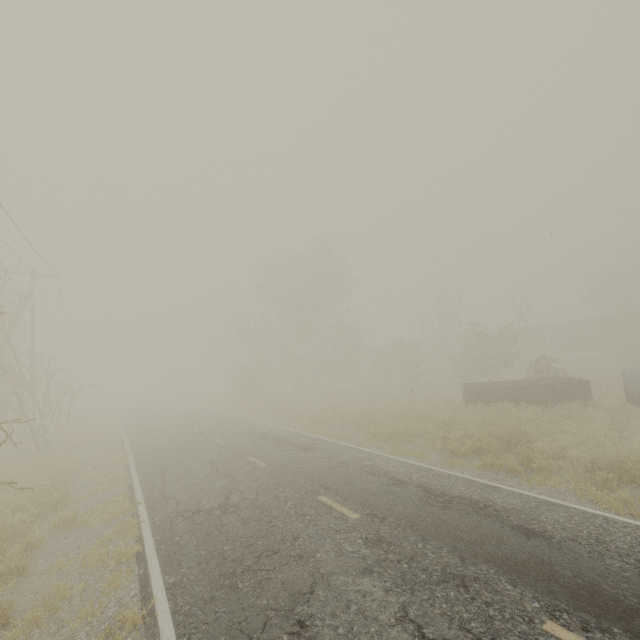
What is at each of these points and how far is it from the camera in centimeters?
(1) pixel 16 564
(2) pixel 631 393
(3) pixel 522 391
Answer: (1) tree, 629cm
(2) concrete pipe, 1380cm
(3) truck bed, 1692cm

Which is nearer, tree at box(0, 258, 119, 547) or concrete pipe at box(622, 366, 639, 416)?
tree at box(0, 258, 119, 547)

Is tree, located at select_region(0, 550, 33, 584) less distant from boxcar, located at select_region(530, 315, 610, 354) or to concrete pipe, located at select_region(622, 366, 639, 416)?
concrete pipe, located at select_region(622, 366, 639, 416)

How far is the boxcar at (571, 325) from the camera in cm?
3712

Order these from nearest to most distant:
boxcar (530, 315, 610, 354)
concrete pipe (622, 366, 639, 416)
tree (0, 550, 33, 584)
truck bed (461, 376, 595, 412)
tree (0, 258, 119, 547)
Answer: tree (0, 550, 33, 584)
tree (0, 258, 119, 547)
concrete pipe (622, 366, 639, 416)
truck bed (461, 376, 595, 412)
boxcar (530, 315, 610, 354)

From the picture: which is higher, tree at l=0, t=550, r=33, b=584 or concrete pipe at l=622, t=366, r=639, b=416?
concrete pipe at l=622, t=366, r=639, b=416

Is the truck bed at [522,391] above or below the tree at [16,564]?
above

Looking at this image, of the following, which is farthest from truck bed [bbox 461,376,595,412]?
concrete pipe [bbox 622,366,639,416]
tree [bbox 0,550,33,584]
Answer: tree [bbox 0,550,33,584]
